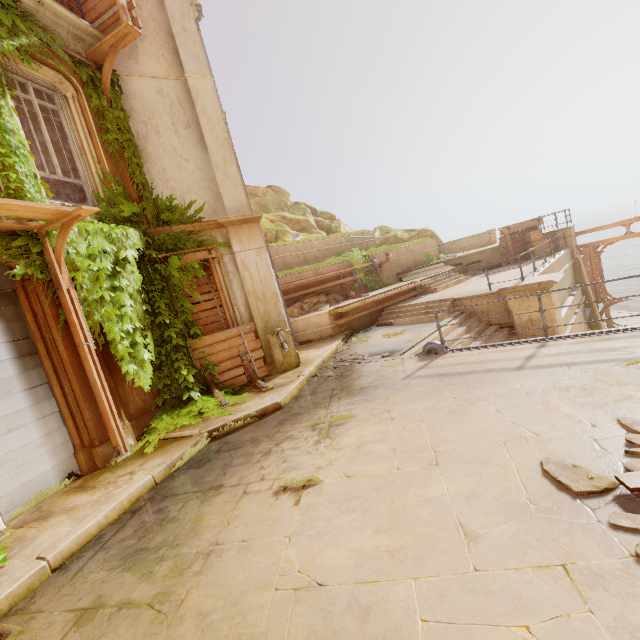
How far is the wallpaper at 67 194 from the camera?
11.5 meters

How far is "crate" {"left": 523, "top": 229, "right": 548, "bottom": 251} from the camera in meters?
17.3

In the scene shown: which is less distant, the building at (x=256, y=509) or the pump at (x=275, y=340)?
the building at (x=256, y=509)

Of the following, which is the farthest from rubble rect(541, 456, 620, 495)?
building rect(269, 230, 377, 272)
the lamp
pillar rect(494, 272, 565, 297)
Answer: pillar rect(494, 272, 565, 297)

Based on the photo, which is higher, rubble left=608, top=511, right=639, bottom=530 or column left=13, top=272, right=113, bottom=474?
column left=13, top=272, right=113, bottom=474

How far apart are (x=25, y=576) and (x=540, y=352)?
8.06m

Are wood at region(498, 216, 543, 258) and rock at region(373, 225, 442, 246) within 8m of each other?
yes

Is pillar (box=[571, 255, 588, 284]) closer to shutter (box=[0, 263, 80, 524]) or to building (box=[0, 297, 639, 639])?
building (box=[0, 297, 639, 639])
